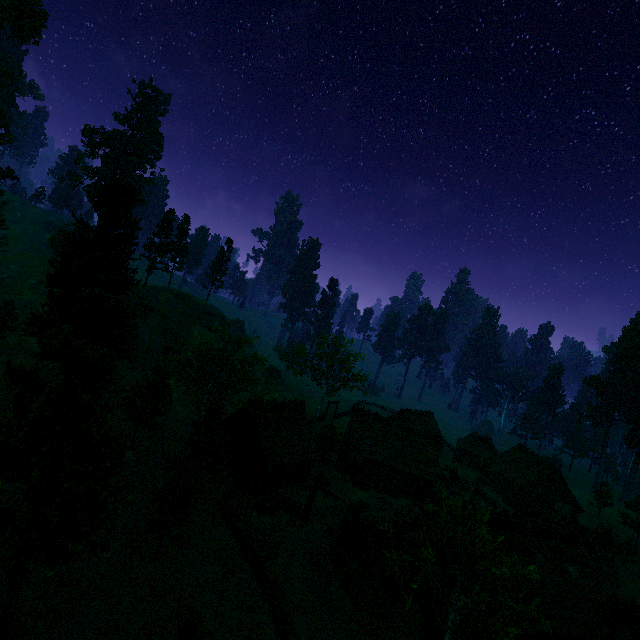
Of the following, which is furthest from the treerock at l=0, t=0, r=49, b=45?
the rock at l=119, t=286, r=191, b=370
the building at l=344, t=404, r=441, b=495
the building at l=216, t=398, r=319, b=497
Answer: the rock at l=119, t=286, r=191, b=370

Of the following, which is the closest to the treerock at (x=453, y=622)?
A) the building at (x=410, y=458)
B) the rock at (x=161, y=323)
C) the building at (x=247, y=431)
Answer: the building at (x=410, y=458)

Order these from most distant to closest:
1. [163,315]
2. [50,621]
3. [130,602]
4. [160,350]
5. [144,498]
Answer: [163,315]
[160,350]
[144,498]
[130,602]
[50,621]

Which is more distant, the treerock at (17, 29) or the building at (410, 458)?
the building at (410, 458)

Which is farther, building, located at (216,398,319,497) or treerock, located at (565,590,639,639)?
building, located at (216,398,319,497)

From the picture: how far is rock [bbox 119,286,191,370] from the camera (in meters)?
51.25

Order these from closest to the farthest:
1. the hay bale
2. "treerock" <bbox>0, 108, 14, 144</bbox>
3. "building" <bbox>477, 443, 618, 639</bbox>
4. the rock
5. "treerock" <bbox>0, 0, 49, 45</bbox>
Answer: "building" <bbox>477, 443, 618, 639</bbox> → the hay bale → "treerock" <bbox>0, 0, 49, 45</bbox> → "treerock" <bbox>0, 108, 14, 144</bbox> → the rock

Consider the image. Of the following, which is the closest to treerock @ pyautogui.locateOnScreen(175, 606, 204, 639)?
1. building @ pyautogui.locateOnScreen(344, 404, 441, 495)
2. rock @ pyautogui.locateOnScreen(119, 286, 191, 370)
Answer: building @ pyautogui.locateOnScreen(344, 404, 441, 495)
